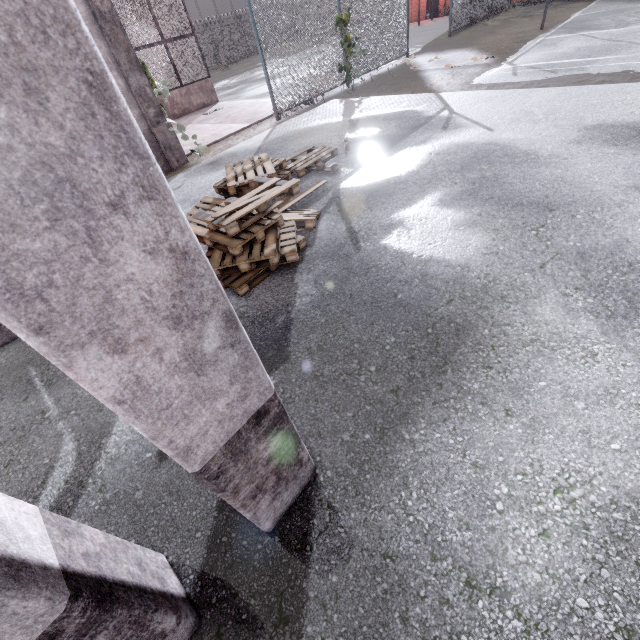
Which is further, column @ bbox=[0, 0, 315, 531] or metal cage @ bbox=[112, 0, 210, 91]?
metal cage @ bbox=[112, 0, 210, 91]

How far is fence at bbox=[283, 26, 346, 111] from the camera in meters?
10.2 m

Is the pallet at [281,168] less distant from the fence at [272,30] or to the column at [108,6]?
the column at [108,6]

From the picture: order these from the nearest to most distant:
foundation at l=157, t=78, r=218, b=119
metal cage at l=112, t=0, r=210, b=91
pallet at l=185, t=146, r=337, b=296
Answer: pallet at l=185, t=146, r=337, b=296 < metal cage at l=112, t=0, r=210, b=91 < foundation at l=157, t=78, r=218, b=119

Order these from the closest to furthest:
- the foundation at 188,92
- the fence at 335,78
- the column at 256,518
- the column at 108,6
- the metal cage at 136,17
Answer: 1. the column at 256,518
2. the column at 108,6
3. the fence at 335,78
4. the metal cage at 136,17
5. the foundation at 188,92

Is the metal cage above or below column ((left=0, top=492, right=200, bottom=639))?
above

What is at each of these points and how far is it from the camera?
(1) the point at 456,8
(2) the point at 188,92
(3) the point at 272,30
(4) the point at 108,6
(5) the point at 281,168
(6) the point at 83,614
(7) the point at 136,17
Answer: (1) fence, 15.2m
(2) foundation, 14.0m
(3) fence, 9.0m
(4) column, 6.5m
(5) pallet, 5.9m
(6) column, 1.1m
(7) metal cage, 14.9m

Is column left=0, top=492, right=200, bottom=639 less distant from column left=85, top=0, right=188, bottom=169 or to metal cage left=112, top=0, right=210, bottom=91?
column left=85, top=0, right=188, bottom=169
